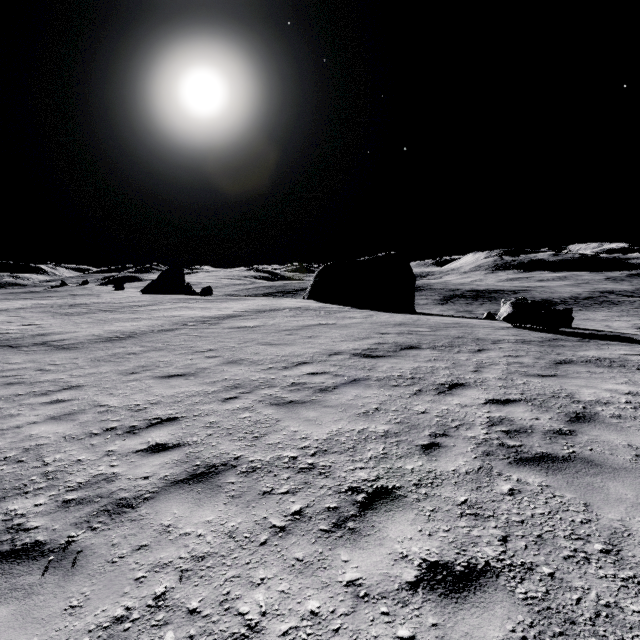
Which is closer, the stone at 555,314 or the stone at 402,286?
the stone at 555,314

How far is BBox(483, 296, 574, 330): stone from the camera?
14.1 meters

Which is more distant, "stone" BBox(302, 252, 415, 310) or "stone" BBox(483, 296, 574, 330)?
"stone" BBox(302, 252, 415, 310)

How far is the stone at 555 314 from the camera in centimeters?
1408cm

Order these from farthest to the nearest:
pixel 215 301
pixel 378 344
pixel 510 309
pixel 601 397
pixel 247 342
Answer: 1. pixel 215 301
2. pixel 510 309
3. pixel 247 342
4. pixel 378 344
5. pixel 601 397

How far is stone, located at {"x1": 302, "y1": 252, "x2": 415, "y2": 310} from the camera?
32.6 meters
